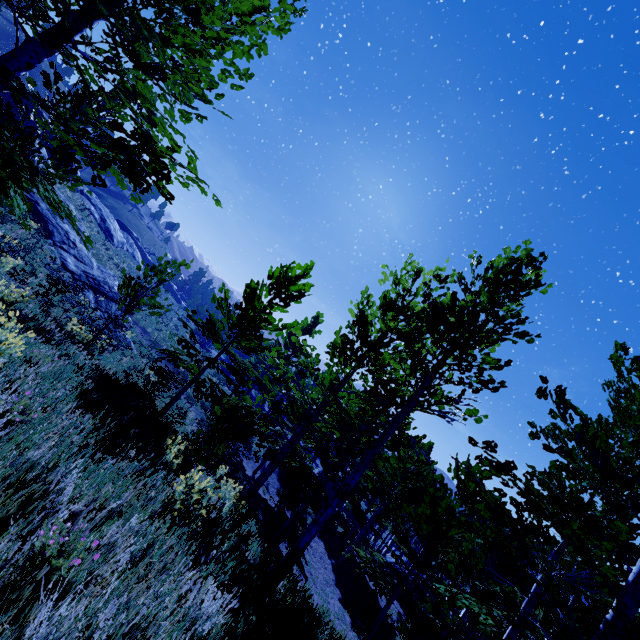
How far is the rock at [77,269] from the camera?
16.80m

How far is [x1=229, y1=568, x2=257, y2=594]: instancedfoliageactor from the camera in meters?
3.9

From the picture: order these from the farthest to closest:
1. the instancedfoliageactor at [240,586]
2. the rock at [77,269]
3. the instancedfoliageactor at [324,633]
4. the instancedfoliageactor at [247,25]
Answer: the rock at [77,269] → the instancedfoliageactor at [324,633] → the instancedfoliageactor at [240,586] → the instancedfoliageactor at [247,25]

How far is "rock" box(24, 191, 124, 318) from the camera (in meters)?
16.80

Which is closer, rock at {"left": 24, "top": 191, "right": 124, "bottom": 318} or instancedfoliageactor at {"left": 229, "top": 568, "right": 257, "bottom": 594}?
instancedfoliageactor at {"left": 229, "top": 568, "right": 257, "bottom": 594}

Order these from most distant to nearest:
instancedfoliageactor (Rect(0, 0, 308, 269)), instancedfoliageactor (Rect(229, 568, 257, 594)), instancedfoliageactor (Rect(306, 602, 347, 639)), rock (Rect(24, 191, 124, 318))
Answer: rock (Rect(24, 191, 124, 318)) < instancedfoliageactor (Rect(306, 602, 347, 639)) < instancedfoliageactor (Rect(229, 568, 257, 594)) < instancedfoliageactor (Rect(0, 0, 308, 269))

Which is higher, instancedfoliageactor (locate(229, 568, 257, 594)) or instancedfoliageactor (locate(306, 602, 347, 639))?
instancedfoliageactor (locate(229, 568, 257, 594))

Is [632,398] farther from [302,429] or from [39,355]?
[39,355]
